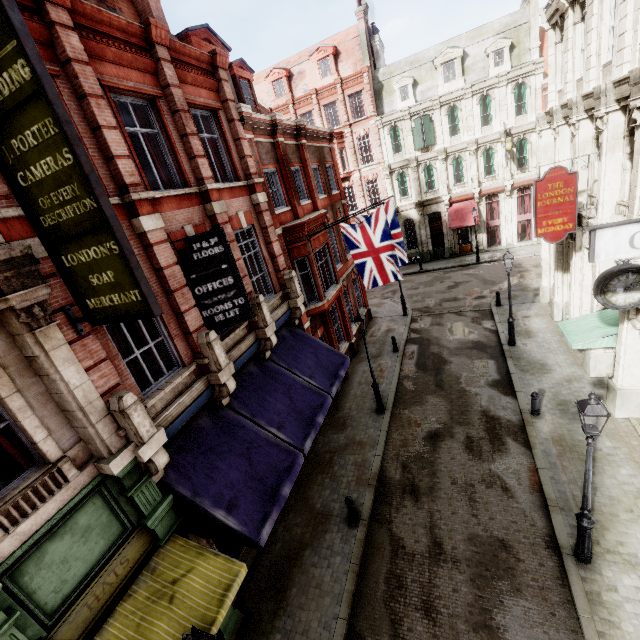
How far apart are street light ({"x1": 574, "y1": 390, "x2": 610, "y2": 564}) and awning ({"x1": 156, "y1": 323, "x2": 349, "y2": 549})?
6.30m

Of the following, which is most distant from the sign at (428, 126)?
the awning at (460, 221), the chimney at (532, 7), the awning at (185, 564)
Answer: the awning at (185, 564)

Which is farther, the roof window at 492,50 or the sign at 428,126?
the sign at 428,126

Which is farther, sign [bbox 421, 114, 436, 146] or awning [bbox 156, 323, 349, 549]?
sign [bbox 421, 114, 436, 146]

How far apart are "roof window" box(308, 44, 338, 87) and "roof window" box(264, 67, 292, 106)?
2.46m

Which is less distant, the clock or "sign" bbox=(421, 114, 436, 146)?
the clock

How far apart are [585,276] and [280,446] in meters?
13.9

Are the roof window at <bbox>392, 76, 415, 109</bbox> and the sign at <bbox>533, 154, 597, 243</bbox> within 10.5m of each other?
no
